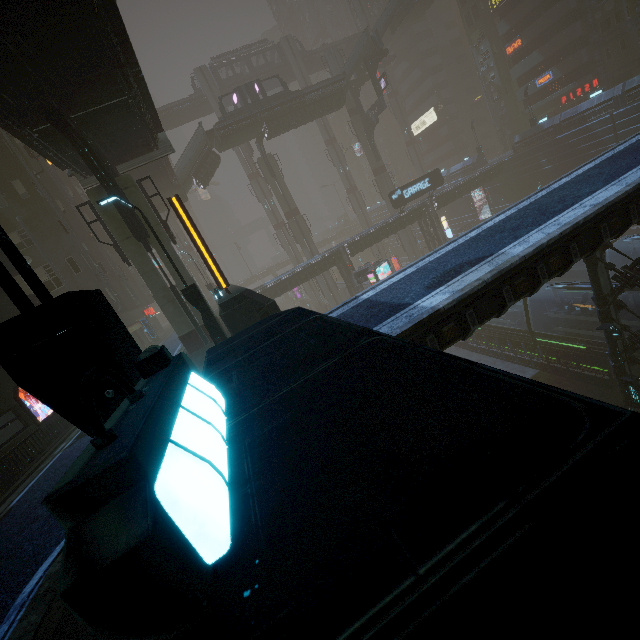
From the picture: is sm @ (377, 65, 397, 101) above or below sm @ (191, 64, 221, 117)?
below

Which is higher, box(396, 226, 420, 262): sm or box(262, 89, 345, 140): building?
box(262, 89, 345, 140): building

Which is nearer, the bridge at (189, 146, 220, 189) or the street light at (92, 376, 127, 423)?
the street light at (92, 376, 127, 423)

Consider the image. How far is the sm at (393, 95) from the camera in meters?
58.9

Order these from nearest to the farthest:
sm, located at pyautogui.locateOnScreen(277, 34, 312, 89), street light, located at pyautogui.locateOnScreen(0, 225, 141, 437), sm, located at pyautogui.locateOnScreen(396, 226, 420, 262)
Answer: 1. street light, located at pyautogui.locateOnScreen(0, 225, 141, 437)
2. sm, located at pyautogui.locateOnScreen(396, 226, 420, 262)
3. sm, located at pyautogui.locateOnScreen(277, 34, 312, 89)

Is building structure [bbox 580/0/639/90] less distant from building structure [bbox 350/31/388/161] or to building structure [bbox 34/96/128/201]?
building structure [bbox 350/31/388/161]

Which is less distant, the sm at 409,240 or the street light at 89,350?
the street light at 89,350

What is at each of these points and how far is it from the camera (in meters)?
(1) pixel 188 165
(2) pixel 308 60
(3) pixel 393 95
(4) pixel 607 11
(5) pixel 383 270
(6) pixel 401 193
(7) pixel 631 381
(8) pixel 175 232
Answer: (1) stairs, 36.88
(2) bridge, 56.47
(3) sm, 59.84
(4) building, 37.28
(5) sign, 31.06
(6) sign, 37.56
(7) street light, 14.62
(8) sm, 51.59
